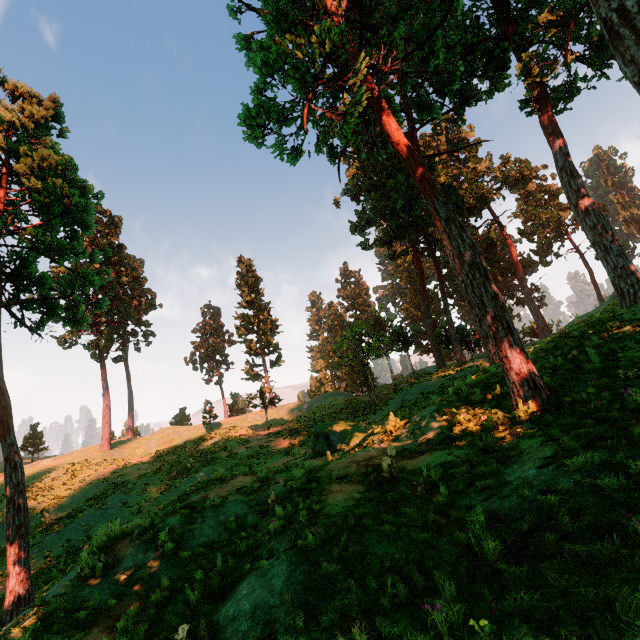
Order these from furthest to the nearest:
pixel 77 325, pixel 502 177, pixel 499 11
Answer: pixel 502 177 < pixel 499 11 < pixel 77 325

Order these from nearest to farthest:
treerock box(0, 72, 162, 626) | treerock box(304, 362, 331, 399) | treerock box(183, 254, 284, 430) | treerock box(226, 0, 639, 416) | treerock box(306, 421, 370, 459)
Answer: treerock box(226, 0, 639, 416), treerock box(0, 72, 162, 626), treerock box(306, 421, 370, 459), treerock box(183, 254, 284, 430), treerock box(304, 362, 331, 399)

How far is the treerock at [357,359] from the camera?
27.7m

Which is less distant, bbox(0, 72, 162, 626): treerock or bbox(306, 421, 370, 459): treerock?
bbox(0, 72, 162, 626): treerock

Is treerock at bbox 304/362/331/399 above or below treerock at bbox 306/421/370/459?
above

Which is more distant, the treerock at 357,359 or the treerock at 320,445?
the treerock at 357,359

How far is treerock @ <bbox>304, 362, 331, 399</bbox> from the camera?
Result: 57.8m
